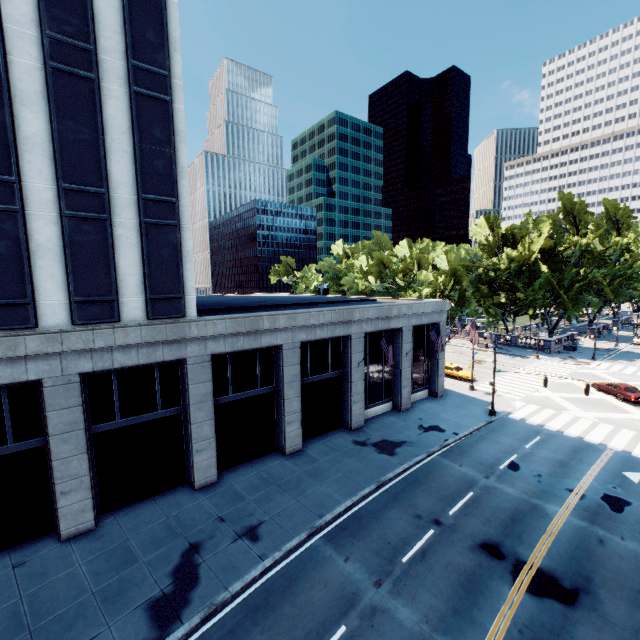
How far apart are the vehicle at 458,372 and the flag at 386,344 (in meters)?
18.77

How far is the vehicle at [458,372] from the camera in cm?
3765

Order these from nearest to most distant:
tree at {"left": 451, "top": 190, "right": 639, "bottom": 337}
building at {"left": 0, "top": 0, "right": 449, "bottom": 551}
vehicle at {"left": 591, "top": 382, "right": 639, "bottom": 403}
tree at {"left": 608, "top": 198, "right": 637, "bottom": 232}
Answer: building at {"left": 0, "top": 0, "right": 449, "bottom": 551}, vehicle at {"left": 591, "top": 382, "right": 639, "bottom": 403}, tree at {"left": 451, "top": 190, "right": 639, "bottom": 337}, tree at {"left": 608, "top": 198, "right": 637, "bottom": 232}

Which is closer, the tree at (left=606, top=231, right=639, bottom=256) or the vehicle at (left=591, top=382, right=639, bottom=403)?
the vehicle at (left=591, top=382, right=639, bottom=403)

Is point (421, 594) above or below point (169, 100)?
below

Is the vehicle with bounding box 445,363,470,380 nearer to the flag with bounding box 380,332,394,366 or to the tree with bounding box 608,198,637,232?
the tree with bounding box 608,198,637,232

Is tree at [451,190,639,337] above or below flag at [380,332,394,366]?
above
